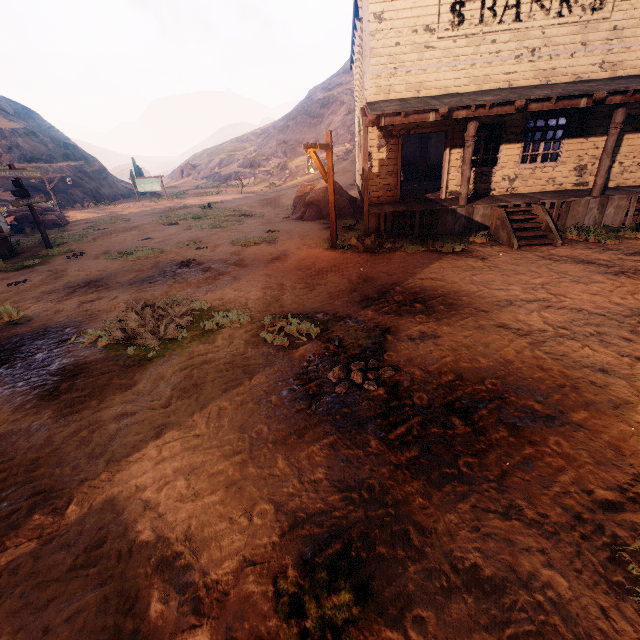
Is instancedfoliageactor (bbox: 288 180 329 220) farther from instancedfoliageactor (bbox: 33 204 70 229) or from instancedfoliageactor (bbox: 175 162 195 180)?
instancedfoliageactor (bbox: 175 162 195 180)

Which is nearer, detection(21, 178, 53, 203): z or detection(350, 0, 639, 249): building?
detection(350, 0, 639, 249): building

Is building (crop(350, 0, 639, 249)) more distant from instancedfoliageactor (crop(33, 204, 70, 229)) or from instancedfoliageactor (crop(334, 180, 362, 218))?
instancedfoliageactor (crop(33, 204, 70, 229))

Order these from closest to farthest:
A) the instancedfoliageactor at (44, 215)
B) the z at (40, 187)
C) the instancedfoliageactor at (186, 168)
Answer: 1. the instancedfoliageactor at (44, 215)
2. the z at (40, 187)
3. the instancedfoliageactor at (186, 168)

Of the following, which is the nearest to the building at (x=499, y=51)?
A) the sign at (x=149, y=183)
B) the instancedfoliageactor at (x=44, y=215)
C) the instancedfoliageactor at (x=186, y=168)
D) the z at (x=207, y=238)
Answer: the z at (x=207, y=238)

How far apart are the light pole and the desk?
10.4m

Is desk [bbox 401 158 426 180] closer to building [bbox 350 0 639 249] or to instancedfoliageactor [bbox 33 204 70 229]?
building [bbox 350 0 639 249]

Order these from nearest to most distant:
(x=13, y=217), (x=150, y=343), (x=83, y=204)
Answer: (x=150, y=343), (x=13, y=217), (x=83, y=204)
